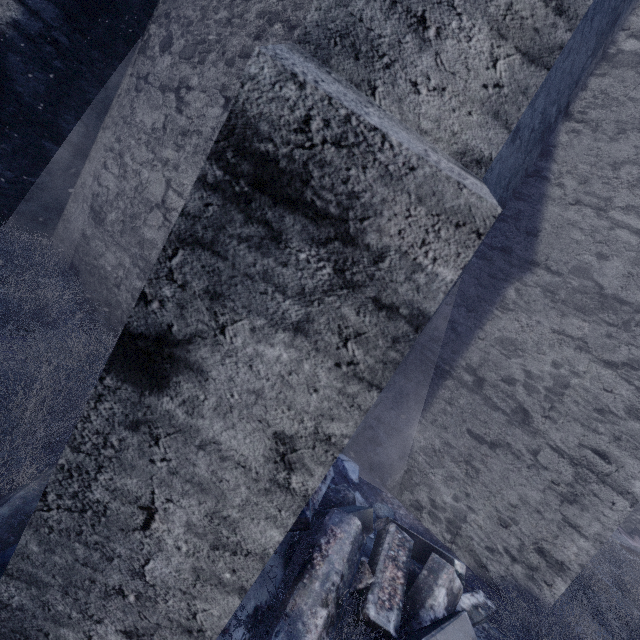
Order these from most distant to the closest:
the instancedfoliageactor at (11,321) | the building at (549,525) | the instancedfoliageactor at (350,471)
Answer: the instancedfoliageactor at (350,471) < the instancedfoliageactor at (11,321) < the building at (549,525)

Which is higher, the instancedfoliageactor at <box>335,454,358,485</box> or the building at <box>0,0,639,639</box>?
the building at <box>0,0,639,639</box>

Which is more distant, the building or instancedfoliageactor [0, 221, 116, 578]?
instancedfoliageactor [0, 221, 116, 578]

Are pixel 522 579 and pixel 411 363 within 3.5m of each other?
yes

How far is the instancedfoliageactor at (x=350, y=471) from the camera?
3.8m

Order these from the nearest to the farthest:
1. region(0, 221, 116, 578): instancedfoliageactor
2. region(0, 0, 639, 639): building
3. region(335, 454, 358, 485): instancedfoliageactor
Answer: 1. region(0, 0, 639, 639): building
2. region(0, 221, 116, 578): instancedfoliageactor
3. region(335, 454, 358, 485): instancedfoliageactor

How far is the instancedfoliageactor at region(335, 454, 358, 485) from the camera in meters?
3.8 m
